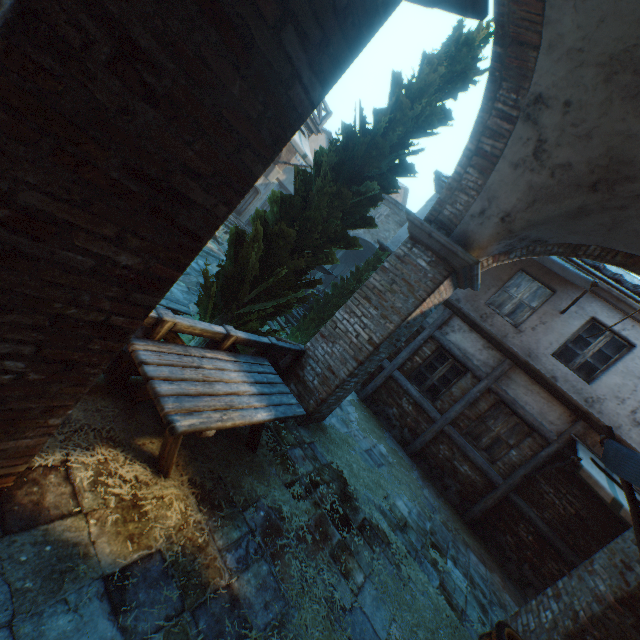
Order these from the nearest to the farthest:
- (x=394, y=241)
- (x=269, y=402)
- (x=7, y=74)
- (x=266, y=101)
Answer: (x=7, y=74) < (x=266, y=101) < (x=269, y=402) < (x=394, y=241)

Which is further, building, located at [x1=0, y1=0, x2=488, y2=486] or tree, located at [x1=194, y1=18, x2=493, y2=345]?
tree, located at [x1=194, y1=18, x2=493, y2=345]

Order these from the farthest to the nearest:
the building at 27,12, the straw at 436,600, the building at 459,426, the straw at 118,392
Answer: the building at 459,426 < the straw at 436,600 < the straw at 118,392 < the building at 27,12

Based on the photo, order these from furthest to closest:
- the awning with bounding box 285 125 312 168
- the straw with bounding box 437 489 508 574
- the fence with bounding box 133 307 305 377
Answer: the awning with bounding box 285 125 312 168
the straw with bounding box 437 489 508 574
the fence with bounding box 133 307 305 377

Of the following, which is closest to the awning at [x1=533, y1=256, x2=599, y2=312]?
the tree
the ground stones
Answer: the tree

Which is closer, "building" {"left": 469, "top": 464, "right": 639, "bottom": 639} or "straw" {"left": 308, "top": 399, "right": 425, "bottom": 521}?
"building" {"left": 469, "top": 464, "right": 639, "bottom": 639}

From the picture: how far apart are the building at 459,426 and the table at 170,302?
7.2 meters

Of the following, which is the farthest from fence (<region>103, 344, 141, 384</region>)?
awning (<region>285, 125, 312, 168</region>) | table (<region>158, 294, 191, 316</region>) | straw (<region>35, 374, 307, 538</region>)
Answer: awning (<region>285, 125, 312, 168</region>)
